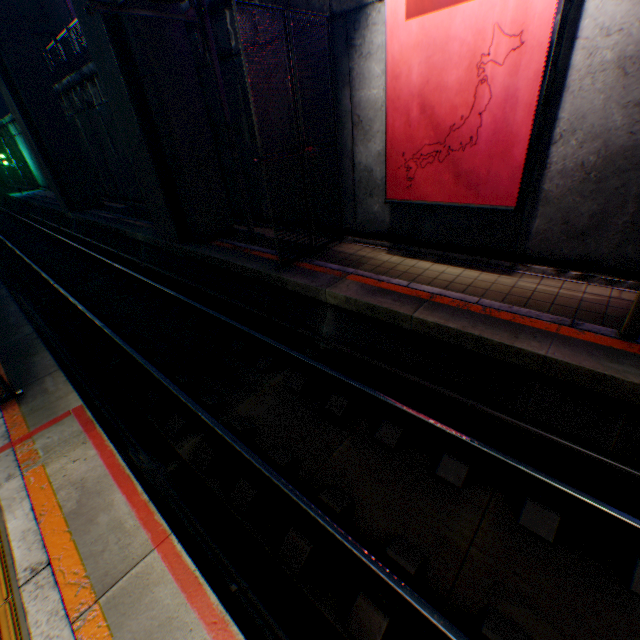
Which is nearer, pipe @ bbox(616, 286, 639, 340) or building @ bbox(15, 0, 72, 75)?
pipe @ bbox(616, 286, 639, 340)

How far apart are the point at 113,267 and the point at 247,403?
10.51m

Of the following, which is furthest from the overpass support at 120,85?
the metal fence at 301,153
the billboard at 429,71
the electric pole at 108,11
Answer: the billboard at 429,71

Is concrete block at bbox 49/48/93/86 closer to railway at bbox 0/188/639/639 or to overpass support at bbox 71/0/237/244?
overpass support at bbox 71/0/237/244

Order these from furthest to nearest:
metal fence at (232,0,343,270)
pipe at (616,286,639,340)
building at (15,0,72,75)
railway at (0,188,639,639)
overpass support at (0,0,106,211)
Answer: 1. building at (15,0,72,75)
2. overpass support at (0,0,106,211)
3. metal fence at (232,0,343,270)
4. pipe at (616,286,639,340)
5. railway at (0,188,639,639)

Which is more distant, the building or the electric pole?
the building

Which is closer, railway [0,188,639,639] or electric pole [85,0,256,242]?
railway [0,188,639,639]

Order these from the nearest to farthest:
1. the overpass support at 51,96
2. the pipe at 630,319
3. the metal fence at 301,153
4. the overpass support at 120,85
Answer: the pipe at 630,319
the metal fence at 301,153
the overpass support at 120,85
the overpass support at 51,96
